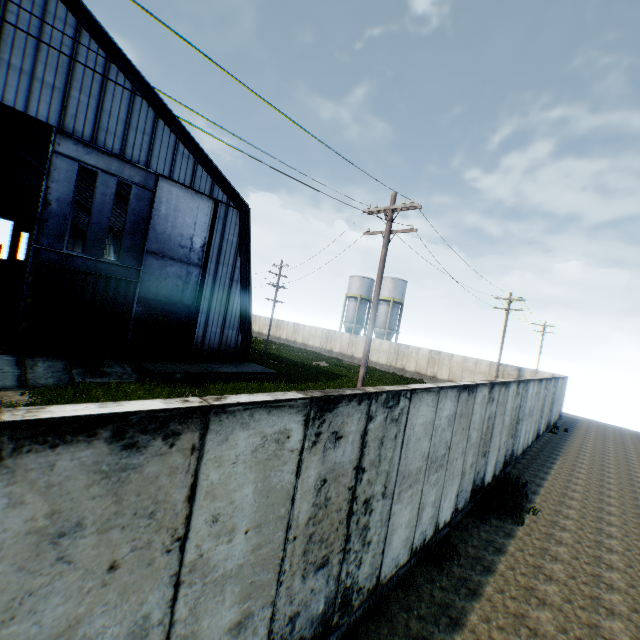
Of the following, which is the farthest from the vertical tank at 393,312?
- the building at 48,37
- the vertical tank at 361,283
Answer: the building at 48,37

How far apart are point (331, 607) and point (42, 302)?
17.8m

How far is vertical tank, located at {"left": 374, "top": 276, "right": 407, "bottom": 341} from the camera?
45.8m

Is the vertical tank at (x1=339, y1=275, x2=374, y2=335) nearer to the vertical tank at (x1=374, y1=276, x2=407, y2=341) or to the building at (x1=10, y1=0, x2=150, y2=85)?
the vertical tank at (x1=374, y1=276, x2=407, y2=341)

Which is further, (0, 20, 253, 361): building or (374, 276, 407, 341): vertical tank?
(374, 276, 407, 341): vertical tank

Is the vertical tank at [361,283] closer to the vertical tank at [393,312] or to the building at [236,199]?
the vertical tank at [393,312]

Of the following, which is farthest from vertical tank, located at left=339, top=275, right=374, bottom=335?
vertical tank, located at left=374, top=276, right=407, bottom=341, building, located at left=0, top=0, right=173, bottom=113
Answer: building, located at left=0, top=0, right=173, bottom=113
